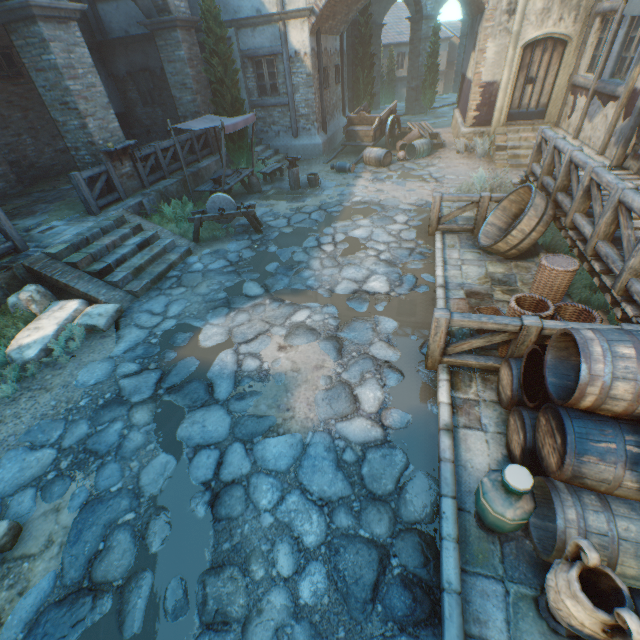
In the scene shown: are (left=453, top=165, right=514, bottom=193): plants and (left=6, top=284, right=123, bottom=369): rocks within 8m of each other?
no

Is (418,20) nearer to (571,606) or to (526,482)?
(526,482)

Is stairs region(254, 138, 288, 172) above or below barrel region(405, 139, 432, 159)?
above

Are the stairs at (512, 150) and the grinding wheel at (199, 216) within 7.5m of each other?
no

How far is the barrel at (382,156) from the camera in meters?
12.4

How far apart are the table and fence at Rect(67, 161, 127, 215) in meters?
4.7

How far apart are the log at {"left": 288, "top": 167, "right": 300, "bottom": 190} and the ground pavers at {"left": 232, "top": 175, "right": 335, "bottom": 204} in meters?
0.0 m

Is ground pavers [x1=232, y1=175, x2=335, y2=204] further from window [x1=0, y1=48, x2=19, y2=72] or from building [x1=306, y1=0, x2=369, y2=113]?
window [x1=0, y1=48, x2=19, y2=72]
